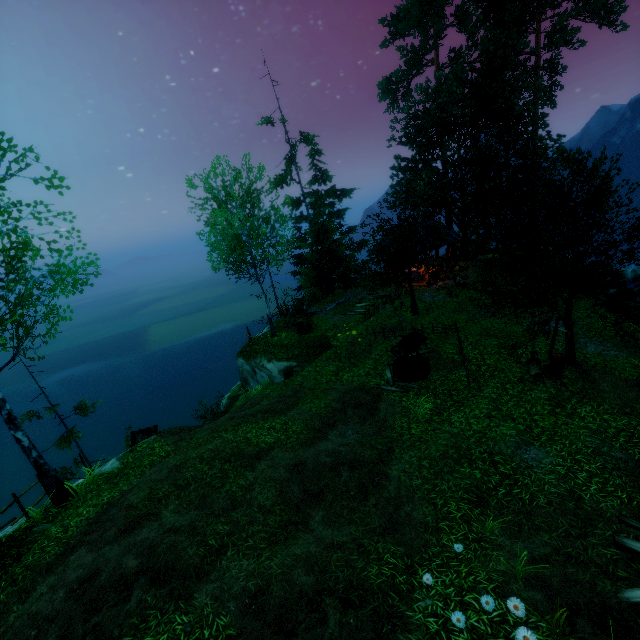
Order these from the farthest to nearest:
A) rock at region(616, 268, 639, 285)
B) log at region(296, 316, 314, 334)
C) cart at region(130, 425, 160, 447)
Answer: rock at region(616, 268, 639, 285), log at region(296, 316, 314, 334), cart at region(130, 425, 160, 447)

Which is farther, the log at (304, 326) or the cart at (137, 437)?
the log at (304, 326)

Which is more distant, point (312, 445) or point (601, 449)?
point (312, 445)

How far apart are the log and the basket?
12.32m

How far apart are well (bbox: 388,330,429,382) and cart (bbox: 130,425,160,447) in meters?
12.2 m

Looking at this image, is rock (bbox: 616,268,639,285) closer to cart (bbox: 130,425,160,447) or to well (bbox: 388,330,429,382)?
well (bbox: 388,330,429,382)

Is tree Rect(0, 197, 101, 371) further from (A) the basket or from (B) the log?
(B) the log

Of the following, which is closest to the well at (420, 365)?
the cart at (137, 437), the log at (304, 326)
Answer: the log at (304, 326)
